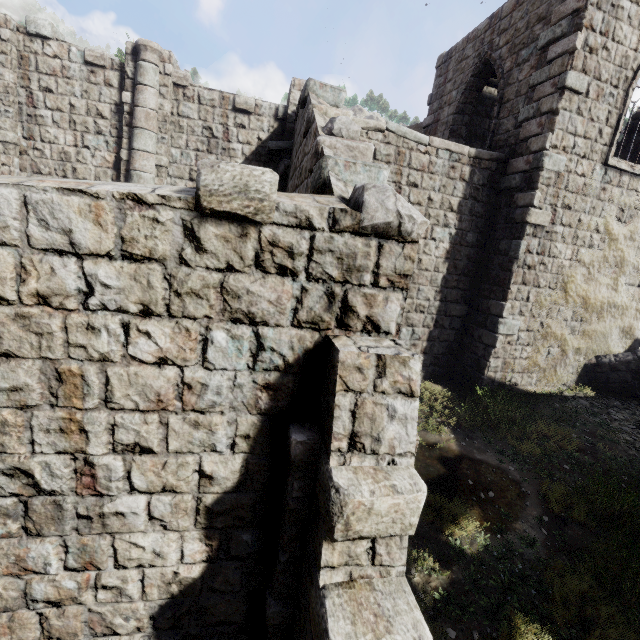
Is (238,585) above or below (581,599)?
above
